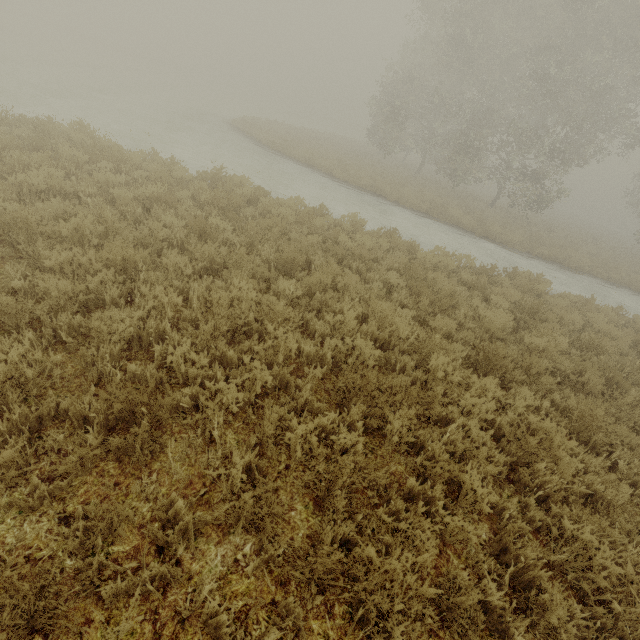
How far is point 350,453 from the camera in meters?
3.5
